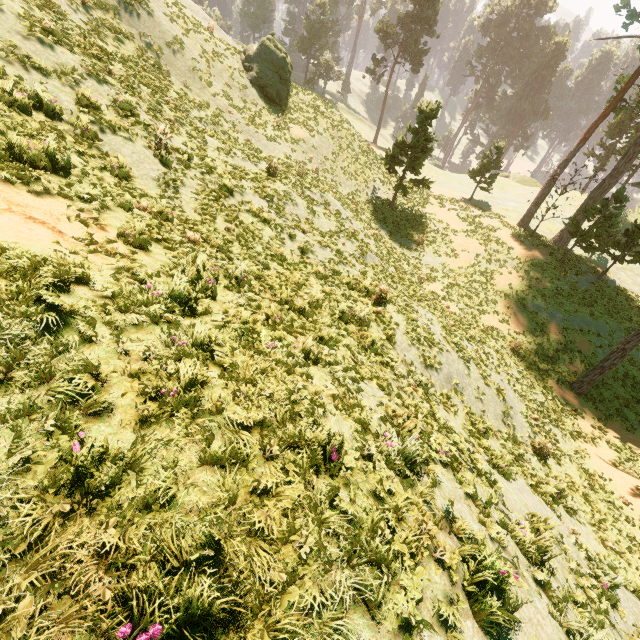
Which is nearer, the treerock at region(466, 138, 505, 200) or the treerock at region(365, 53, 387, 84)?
the treerock at region(466, 138, 505, 200)

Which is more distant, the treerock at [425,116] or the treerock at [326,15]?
the treerock at [326,15]

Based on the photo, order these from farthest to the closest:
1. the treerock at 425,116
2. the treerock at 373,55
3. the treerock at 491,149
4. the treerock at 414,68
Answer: the treerock at 373,55
the treerock at 414,68
the treerock at 491,149
the treerock at 425,116

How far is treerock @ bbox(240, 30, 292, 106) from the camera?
23.8m

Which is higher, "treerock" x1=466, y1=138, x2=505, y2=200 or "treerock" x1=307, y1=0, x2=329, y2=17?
"treerock" x1=307, y1=0, x2=329, y2=17

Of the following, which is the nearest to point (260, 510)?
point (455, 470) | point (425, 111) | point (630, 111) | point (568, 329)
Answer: A: point (455, 470)
